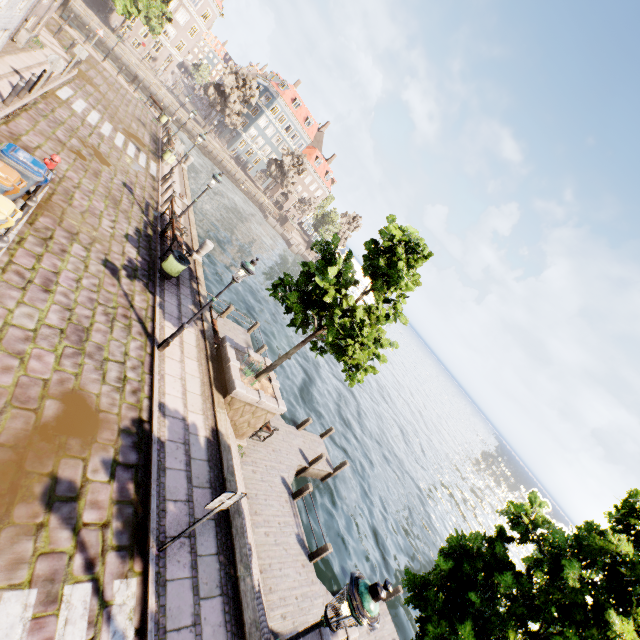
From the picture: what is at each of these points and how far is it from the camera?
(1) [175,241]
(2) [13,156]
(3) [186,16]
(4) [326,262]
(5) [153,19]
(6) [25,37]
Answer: (1) bench, 13.3m
(2) trash bin, 7.5m
(3) building, 56.9m
(4) tree, 9.2m
(5) tree, 39.9m
(6) electrical box, 14.9m

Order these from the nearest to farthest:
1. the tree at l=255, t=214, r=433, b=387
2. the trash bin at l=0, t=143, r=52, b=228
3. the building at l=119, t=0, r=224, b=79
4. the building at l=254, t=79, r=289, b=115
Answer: the trash bin at l=0, t=143, r=52, b=228 → the tree at l=255, t=214, r=433, b=387 → the building at l=119, t=0, r=224, b=79 → the building at l=254, t=79, r=289, b=115

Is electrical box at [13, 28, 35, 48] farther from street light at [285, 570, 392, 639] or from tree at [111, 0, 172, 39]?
street light at [285, 570, 392, 639]

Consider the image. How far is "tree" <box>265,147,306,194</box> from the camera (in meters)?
56.34

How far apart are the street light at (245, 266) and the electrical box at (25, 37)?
17.4m

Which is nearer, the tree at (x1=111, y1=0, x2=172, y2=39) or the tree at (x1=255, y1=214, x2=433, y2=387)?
the tree at (x1=255, y1=214, x2=433, y2=387)

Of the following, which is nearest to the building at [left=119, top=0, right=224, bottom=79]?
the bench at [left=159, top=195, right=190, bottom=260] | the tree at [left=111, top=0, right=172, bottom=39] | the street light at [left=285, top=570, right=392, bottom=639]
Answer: the tree at [left=111, top=0, right=172, bottom=39]

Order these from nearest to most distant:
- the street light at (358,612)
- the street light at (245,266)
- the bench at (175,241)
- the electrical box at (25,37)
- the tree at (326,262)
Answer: the street light at (358,612) → the street light at (245,266) → the tree at (326,262) → the bench at (175,241) → the electrical box at (25,37)
